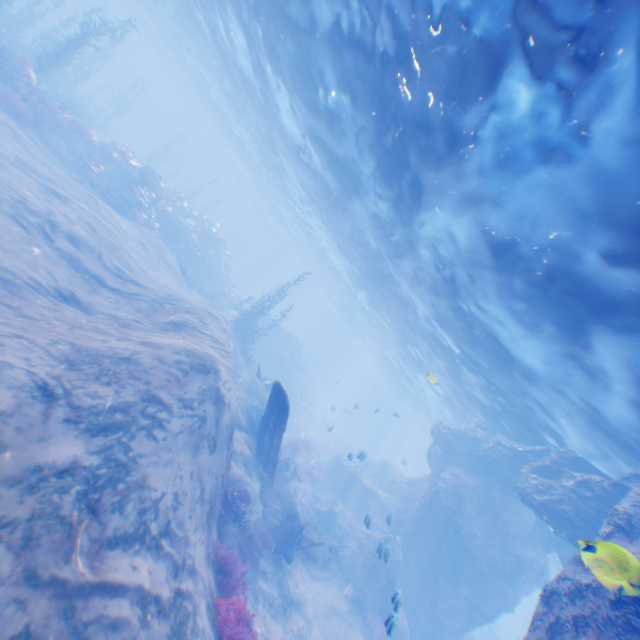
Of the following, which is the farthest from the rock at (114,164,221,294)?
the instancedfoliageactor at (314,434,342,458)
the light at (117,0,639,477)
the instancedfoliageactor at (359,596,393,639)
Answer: the instancedfoliageactor at (359,596,393,639)

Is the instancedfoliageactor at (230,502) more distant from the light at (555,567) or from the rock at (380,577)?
the light at (555,567)

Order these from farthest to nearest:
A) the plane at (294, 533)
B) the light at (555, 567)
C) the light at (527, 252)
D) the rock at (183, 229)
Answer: the light at (555, 567) < the rock at (183, 229) < the plane at (294, 533) < the light at (527, 252)

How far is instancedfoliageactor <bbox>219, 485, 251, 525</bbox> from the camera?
10.1m

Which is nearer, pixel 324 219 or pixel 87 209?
pixel 87 209

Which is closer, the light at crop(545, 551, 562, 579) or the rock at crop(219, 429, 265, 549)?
the rock at crop(219, 429, 265, 549)

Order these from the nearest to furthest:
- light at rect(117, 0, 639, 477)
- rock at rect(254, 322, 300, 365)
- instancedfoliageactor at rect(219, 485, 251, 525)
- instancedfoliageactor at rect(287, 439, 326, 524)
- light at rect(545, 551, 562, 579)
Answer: light at rect(117, 0, 639, 477), instancedfoliageactor at rect(219, 485, 251, 525), instancedfoliageactor at rect(287, 439, 326, 524), light at rect(545, 551, 562, 579), rock at rect(254, 322, 300, 365)

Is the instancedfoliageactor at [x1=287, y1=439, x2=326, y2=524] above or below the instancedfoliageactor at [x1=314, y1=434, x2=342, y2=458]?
below
